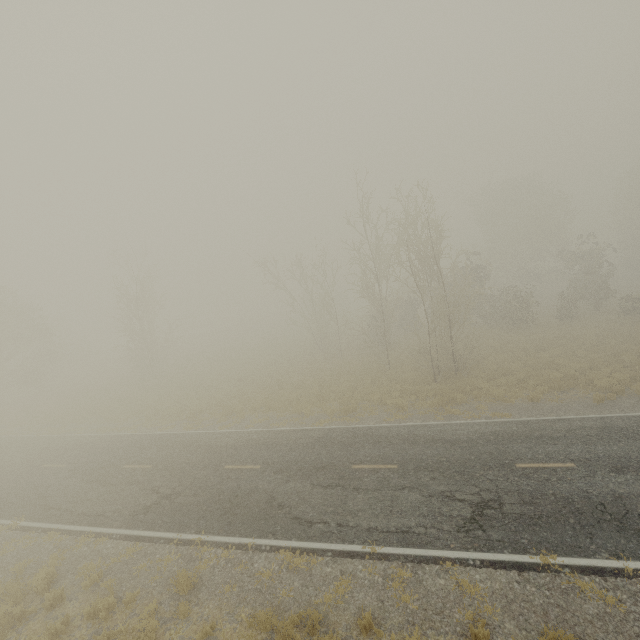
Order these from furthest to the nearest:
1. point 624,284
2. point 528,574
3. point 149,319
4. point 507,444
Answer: point 624,284, point 149,319, point 507,444, point 528,574

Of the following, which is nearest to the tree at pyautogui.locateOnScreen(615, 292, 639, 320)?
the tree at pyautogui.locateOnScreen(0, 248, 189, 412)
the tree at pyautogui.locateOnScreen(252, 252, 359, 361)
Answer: the tree at pyautogui.locateOnScreen(252, 252, 359, 361)

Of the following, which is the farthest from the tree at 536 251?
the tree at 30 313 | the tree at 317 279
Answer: the tree at 30 313

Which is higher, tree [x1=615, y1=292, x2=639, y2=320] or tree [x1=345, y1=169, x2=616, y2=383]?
tree [x1=345, y1=169, x2=616, y2=383]

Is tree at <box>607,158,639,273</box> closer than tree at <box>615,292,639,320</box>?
No

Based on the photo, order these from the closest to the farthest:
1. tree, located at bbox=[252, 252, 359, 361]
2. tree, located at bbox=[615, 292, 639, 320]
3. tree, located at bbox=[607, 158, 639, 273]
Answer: tree, located at bbox=[615, 292, 639, 320]
tree, located at bbox=[252, 252, 359, 361]
tree, located at bbox=[607, 158, 639, 273]

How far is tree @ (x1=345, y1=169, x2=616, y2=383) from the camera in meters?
19.6 m
